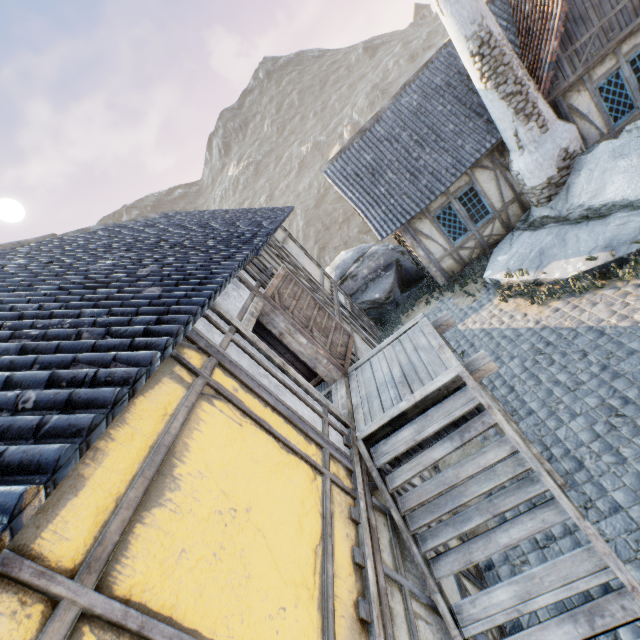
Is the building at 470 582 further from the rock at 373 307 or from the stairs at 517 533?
the rock at 373 307

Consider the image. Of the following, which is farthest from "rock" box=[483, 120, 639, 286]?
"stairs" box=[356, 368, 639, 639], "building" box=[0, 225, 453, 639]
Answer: "stairs" box=[356, 368, 639, 639]

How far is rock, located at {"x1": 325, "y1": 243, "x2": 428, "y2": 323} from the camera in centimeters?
1325cm

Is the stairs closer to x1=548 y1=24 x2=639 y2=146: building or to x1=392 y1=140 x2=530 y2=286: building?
x1=392 y1=140 x2=530 y2=286: building

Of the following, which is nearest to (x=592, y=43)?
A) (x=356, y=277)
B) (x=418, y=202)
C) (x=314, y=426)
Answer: (x=418, y=202)

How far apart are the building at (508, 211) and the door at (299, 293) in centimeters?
562cm

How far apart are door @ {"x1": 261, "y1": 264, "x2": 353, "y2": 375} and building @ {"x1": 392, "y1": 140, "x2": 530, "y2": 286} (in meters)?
5.62

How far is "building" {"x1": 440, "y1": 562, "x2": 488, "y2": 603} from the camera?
4.0 meters
